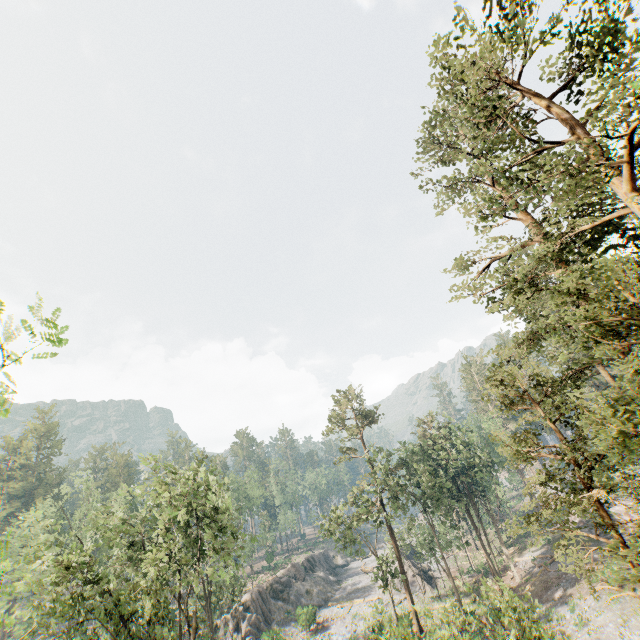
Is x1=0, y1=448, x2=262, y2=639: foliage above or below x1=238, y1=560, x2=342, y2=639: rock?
above

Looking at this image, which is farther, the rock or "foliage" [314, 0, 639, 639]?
the rock

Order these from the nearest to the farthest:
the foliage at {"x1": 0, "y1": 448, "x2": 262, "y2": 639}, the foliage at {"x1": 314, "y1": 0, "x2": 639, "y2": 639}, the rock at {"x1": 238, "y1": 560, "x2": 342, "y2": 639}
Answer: the foliage at {"x1": 314, "y1": 0, "x2": 639, "y2": 639} < the foliage at {"x1": 0, "y1": 448, "x2": 262, "y2": 639} < the rock at {"x1": 238, "y1": 560, "x2": 342, "y2": 639}

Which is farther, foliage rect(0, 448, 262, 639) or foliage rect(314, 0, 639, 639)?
foliage rect(0, 448, 262, 639)

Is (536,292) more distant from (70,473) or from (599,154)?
(70,473)

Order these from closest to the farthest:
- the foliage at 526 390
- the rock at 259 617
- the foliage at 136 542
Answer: the foliage at 526 390 < the foliage at 136 542 < the rock at 259 617

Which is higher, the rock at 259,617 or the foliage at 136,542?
the foliage at 136,542
